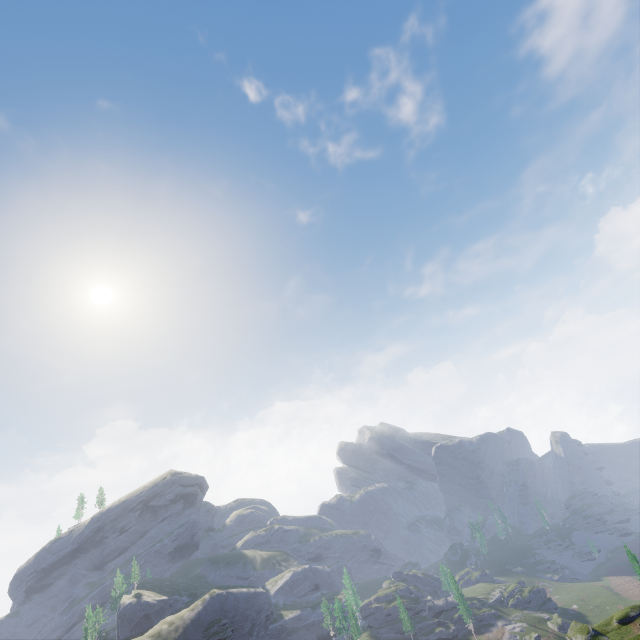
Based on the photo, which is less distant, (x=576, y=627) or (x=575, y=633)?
(x=575, y=633)
